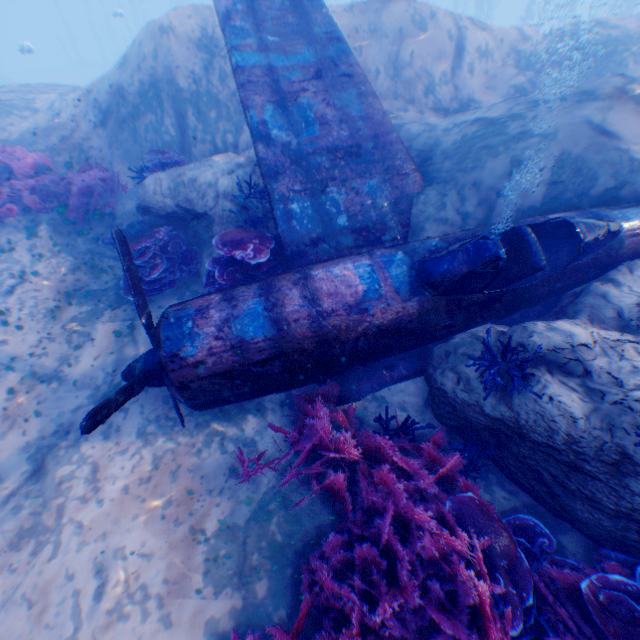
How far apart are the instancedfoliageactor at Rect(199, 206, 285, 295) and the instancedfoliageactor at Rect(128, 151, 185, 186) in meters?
2.5 m

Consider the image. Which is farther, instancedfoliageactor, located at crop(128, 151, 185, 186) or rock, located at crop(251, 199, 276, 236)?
instancedfoliageactor, located at crop(128, 151, 185, 186)

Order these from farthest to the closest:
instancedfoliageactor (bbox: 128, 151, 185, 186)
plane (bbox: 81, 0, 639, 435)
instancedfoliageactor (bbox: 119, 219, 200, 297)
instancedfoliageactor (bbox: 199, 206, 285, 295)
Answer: instancedfoliageactor (bbox: 128, 151, 185, 186) < instancedfoliageactor (bbox: 119, 219, 200, 297) < instancedfoliageactor (bbox: 199, 206, 285, 295) < plane (bbox: 81, 0, 639, 435)

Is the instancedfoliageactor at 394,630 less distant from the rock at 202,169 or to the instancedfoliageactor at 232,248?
the rock at 202,169

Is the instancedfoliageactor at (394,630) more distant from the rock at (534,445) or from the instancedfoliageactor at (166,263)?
the instancedfoliageactor at (166,263)

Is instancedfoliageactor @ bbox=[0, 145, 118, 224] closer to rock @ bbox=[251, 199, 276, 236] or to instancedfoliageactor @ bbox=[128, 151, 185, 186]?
rock @ bbox=[251, 199, 276, 236]

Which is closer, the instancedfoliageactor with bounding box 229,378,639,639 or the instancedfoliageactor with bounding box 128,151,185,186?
the instancedfoliageactor with bounding box 229,378,639,639

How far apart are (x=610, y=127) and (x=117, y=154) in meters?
9.9
